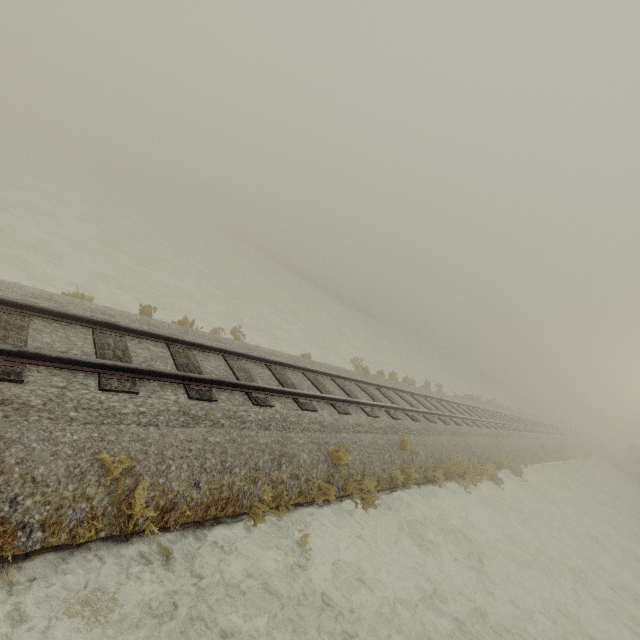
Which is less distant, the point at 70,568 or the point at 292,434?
the point at 70,568
